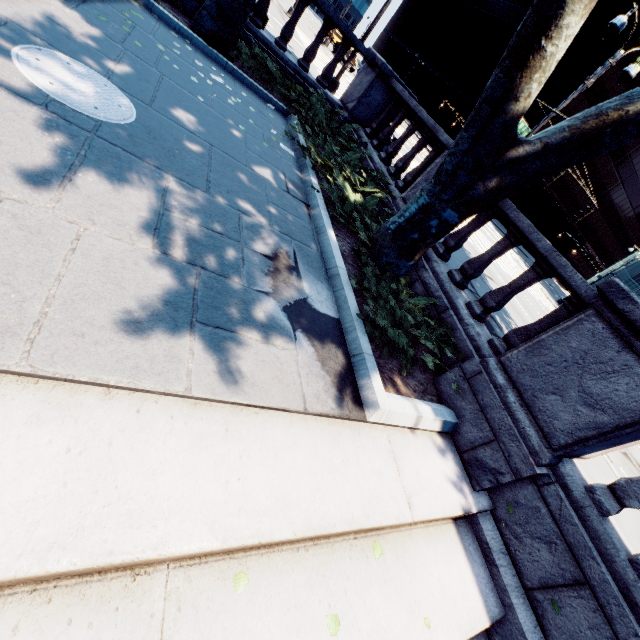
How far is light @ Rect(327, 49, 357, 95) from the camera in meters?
13.3

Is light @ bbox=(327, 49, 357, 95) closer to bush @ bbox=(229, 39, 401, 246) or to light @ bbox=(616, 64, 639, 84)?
light @ bbox=(616, 64, 639, 84)

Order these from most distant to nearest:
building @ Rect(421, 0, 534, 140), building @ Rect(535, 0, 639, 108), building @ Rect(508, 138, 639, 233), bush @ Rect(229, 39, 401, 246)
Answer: building @ Rect(508, 138, 639, 233)
building @ Rect(421, 0, 534, 140)
building @ Rect(535, 0, 639, 108)
bush @ Rect(229, 39, 401, 246)

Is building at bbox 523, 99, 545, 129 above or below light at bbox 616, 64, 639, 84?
above

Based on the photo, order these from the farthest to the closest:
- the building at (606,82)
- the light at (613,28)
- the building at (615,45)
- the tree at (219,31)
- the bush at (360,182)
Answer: the building at (606,82), the building at (615,45), the light at (613,28), the tree at (219,31), the bush at (360,182)

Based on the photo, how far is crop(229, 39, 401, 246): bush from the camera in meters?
5.6

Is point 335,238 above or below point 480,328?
below

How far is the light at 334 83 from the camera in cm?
1330
